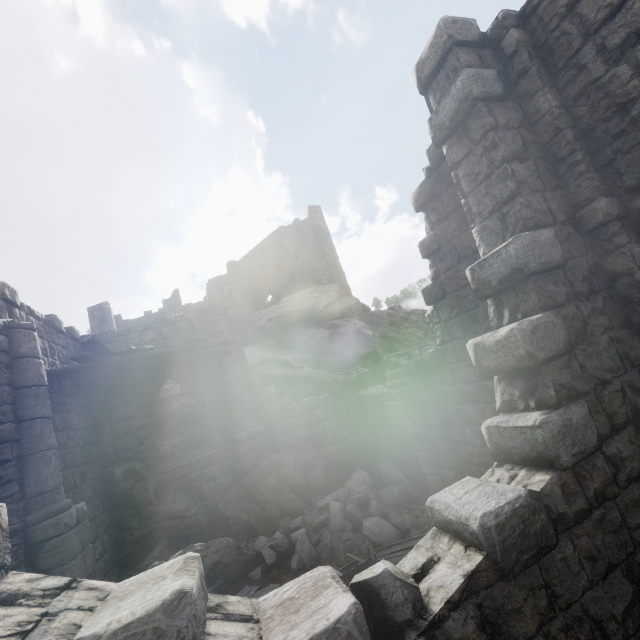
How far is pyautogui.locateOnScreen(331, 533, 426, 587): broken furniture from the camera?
5.7 meters

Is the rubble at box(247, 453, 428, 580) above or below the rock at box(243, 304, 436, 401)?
below

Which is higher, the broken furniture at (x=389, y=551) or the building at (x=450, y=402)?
the building at (x=450, y=402)

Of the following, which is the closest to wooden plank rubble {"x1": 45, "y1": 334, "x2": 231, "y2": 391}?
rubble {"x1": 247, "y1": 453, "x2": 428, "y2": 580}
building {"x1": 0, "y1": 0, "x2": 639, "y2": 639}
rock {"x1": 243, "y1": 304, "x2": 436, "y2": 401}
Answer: building {"x1": 0, "y1": 0, "x2": 639, "y2": 639}

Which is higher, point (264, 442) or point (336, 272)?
point (336, 272)

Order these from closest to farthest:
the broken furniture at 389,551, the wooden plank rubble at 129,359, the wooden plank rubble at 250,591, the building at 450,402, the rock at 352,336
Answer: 1. the building at 450,402
2. the broken furniture at 389,551
3. the wooden plank rubble at 250,591
4. the wooden plank rubble at 129,359
5. the rock at 352,336

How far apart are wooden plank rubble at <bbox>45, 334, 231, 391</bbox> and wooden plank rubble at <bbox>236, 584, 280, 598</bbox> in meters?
5.0

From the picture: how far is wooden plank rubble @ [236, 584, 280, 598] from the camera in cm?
631
